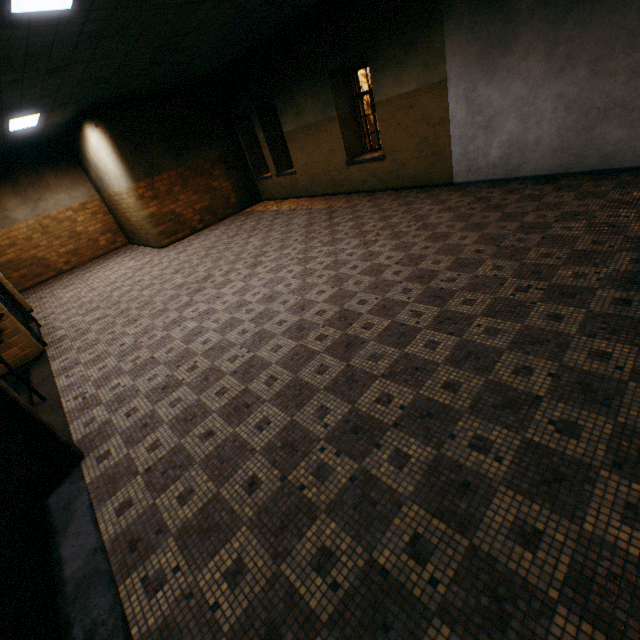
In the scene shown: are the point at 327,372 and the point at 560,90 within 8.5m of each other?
yes

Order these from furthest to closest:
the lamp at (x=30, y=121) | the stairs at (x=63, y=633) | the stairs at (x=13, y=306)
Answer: the lamp at (x=30, y=121) < the stairs at (x=13, y=306) < the stairs at (x=63, y=633)

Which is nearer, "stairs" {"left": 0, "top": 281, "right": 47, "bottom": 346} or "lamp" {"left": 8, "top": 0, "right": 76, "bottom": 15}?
"lamp" {"left": 8, "top": 0, "right": 76, "bottom": 15}

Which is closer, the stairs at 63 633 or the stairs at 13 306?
the stairs at 63 633

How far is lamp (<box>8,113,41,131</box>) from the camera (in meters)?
7.38

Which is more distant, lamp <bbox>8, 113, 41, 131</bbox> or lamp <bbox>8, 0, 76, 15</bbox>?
lamp <bbox>8, 113, 41, 131</bbox>

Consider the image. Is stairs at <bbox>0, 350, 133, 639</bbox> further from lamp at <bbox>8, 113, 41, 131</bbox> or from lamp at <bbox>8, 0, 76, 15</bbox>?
lamp at <bbox>8, 113, 41, 131</bbox>

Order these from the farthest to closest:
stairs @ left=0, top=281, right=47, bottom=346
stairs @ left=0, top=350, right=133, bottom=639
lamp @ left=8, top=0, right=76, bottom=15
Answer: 1. stairs @ left=0, top=281, right=47, bottom=346
2. lamp @ left=8, top=0, right=76, bottom=15
3. stairs @ left=0, top=350, right=133, bottom=639
